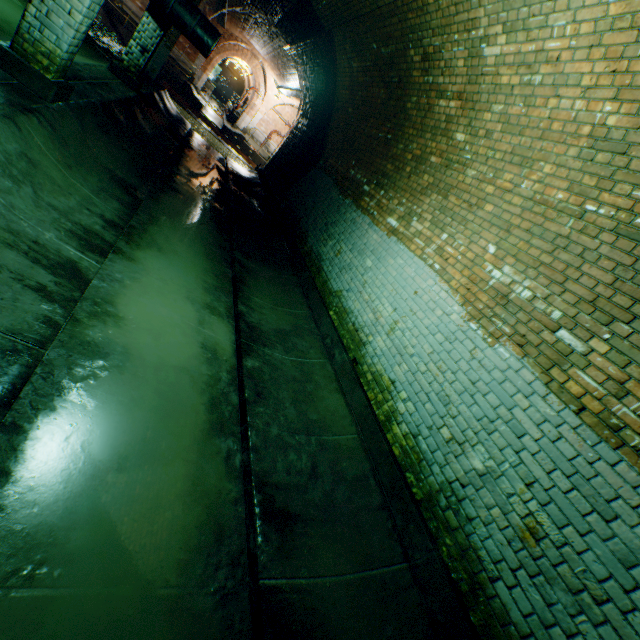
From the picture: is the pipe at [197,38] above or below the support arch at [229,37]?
below

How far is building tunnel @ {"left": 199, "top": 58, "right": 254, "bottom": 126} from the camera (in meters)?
30.87

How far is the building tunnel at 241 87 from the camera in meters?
30.9 m

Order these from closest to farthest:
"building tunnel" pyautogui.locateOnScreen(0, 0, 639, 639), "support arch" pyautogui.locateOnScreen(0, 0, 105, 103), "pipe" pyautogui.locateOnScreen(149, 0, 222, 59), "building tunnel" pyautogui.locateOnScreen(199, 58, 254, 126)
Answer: "building tunnel" pyautogui.locateOnScreen(0, 0, 639, 639)
"support arch" pyautogui.locateOnScreen(0, 0, 105, 103)
"pipe" pyautogui.locateOnScreen(149, 0, 222, 59)
"building tunnel" pyautogui.locateOnScreen(199, 58, 254, 126)

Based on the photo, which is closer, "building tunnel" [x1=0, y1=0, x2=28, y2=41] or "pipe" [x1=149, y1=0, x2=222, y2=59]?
"building tunnel" [x1=0, y1=0, x2=28, y2=41]

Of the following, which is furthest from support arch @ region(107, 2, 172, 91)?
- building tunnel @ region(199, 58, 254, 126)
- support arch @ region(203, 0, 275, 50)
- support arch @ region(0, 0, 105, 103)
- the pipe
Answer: building tunnel @ region(199, 58, 254, 126)

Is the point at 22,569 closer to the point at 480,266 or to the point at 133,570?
the point at 133,570

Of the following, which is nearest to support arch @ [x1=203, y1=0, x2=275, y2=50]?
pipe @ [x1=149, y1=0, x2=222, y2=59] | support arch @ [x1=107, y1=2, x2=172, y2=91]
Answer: pipe @ [x1=149, y1=0, x2=222, y2=59]
